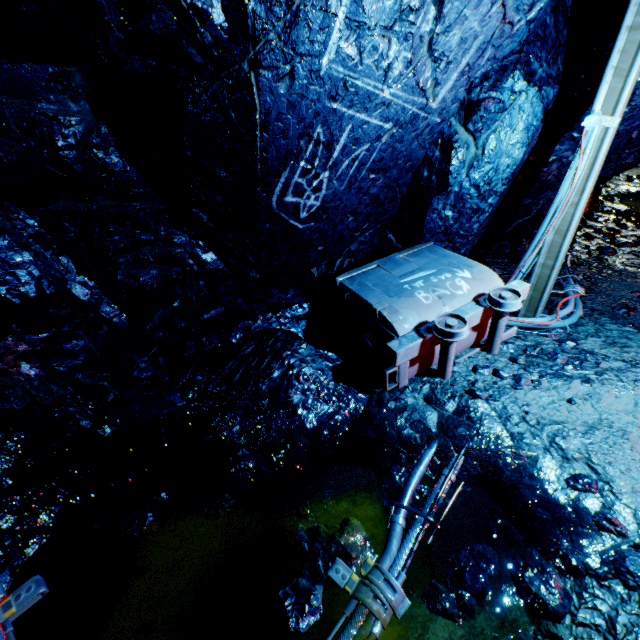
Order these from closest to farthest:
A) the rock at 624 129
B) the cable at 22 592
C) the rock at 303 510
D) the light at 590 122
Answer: the cable at 22 592
the rock at 303 510
the light at 590 122
the rock at 624 129

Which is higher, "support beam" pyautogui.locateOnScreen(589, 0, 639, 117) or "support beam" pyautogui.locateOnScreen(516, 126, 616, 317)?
"support beam" pyautogui.locateOnScreen(589, 0, 639, 117)

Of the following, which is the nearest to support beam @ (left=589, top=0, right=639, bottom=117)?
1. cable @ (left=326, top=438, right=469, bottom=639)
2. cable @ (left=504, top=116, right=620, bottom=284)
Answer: cable @ (left=504, top=116, right=620, bottom=284)

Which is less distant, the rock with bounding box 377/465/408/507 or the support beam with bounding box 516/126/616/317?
the rock with bounding box 377/465/408/507

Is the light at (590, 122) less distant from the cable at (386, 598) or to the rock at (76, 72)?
the rock at (76, 72)

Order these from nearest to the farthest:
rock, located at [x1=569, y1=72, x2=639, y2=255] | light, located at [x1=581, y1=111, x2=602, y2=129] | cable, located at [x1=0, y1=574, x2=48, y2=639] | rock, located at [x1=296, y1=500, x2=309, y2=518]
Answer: cable, located at [x1=0, y1=574, x2=48, y2=639]
rock, located at [x1=296, y1=500, x2=309, y2=518]
light, located at [x1=581, y1=111, x2=602, y2=129]
rock, located at [x1=569, y1=72, x2=639, y2=255]

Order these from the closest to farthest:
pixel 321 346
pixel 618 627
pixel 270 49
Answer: pixel 618 627, pixel 270 49, pixel 321 346
